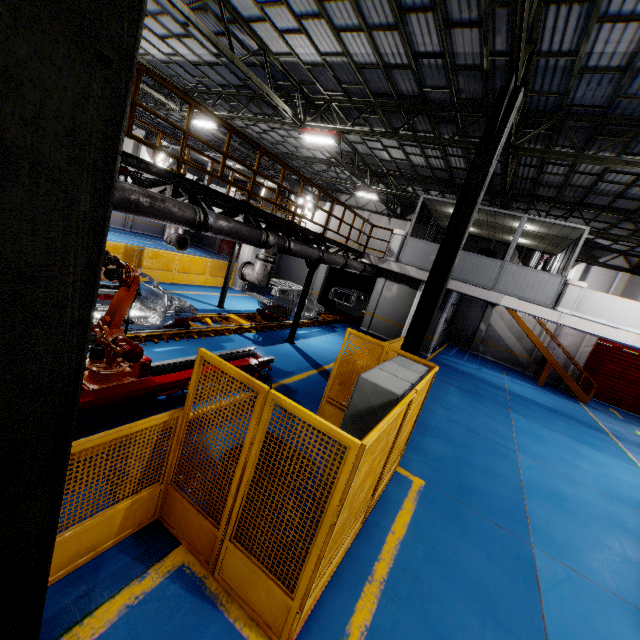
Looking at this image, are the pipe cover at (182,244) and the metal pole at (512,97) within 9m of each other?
yes

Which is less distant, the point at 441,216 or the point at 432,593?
the point at 432,593

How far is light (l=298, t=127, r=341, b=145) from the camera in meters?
12.0

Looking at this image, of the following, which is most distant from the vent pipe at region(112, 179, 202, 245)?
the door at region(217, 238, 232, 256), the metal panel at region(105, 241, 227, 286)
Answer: the door at region(217, 238, 232, 256)

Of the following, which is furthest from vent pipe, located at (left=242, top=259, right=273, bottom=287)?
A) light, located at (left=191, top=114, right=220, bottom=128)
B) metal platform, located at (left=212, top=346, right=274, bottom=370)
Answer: light, located at (left=191, top=114, right=220, bottom=128)

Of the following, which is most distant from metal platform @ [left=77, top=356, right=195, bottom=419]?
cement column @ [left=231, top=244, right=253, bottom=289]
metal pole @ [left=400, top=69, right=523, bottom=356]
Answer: cement column @ [left=231, top=244, right=253, bottom=289]

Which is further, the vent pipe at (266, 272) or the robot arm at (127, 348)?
the vent pipe at (266, 272)

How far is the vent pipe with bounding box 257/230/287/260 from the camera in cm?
833
